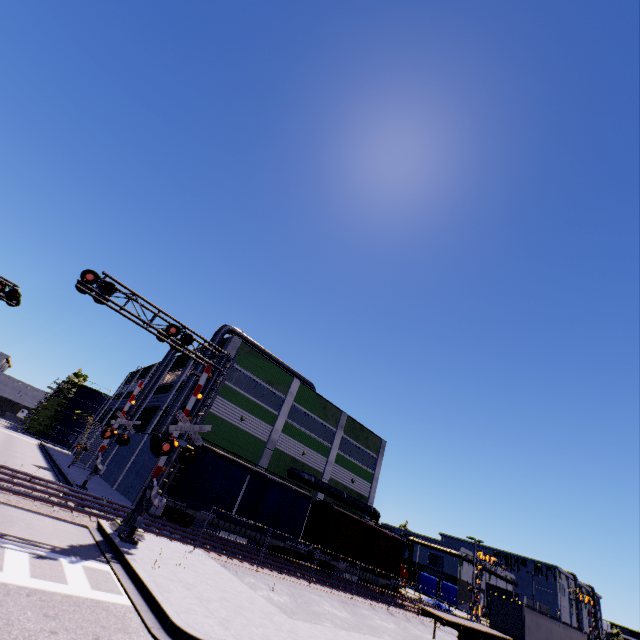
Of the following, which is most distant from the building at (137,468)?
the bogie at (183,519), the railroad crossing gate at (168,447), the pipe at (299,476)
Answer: the railroad crossing gate at (168,447)

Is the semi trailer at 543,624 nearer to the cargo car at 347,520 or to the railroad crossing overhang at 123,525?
the cargo car at 347,520

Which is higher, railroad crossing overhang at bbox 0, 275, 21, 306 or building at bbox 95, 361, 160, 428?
building at bbox 95, 361, 160, 428

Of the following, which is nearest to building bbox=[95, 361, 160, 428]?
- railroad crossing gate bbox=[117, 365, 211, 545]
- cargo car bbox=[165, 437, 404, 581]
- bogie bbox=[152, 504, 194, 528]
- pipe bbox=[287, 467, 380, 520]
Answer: pipe bbox=[287, 467, 380, 520]

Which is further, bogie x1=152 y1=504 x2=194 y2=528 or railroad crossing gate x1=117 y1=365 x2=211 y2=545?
bogie x1=152 y1=504 x2=194 y2=528

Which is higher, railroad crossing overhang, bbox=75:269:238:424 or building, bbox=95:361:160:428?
building, bbox=95:361:160:428

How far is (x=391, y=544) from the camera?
31.5m

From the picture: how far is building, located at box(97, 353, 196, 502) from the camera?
26.3 meters
